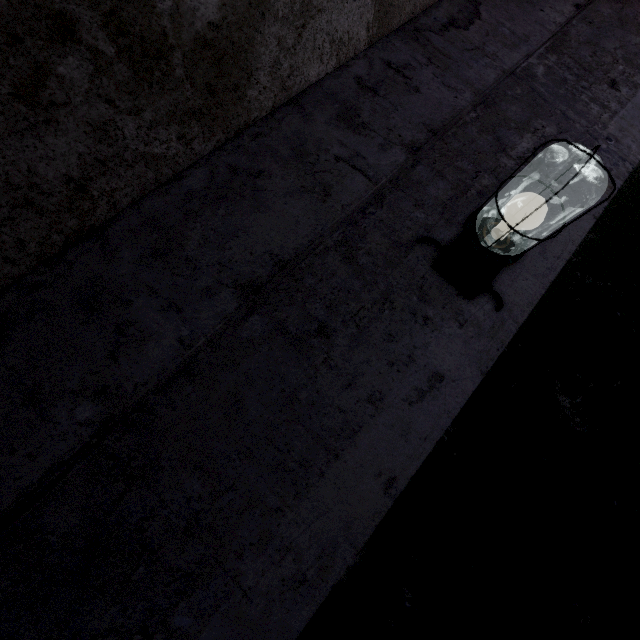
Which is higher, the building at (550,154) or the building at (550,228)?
the building at (550,154)

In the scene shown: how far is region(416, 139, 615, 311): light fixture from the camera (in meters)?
0.80

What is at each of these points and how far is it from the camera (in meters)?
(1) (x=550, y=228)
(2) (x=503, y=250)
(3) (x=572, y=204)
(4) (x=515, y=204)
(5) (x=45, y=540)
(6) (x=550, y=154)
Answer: (1) building, 1.12
(2) light fixture, 0.96
(3) building, 1.17
(4) building, 1.13
(5) building, 0.68
(6) building, 1.22

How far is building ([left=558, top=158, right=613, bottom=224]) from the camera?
1.2 meters

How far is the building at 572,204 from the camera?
1.16m

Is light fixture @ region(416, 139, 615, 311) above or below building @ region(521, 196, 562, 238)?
above
